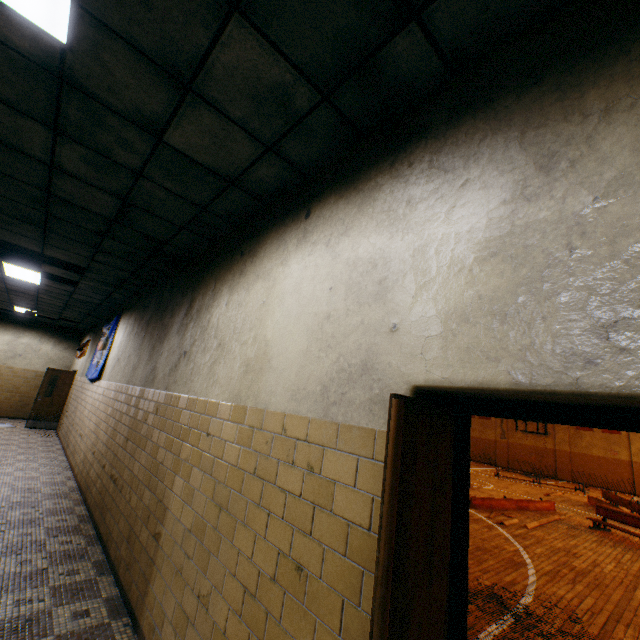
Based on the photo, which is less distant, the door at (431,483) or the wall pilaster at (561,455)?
the door at (431,483)

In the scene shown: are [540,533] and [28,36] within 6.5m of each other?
no

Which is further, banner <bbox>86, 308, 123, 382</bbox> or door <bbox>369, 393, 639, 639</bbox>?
banner <bbox>86, 308, 123, 382</bbox>

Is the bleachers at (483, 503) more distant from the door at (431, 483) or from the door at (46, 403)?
the door at (46, 403)

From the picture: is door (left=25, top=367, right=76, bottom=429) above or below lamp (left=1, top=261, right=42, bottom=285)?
below

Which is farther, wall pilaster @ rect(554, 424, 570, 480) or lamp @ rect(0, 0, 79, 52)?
wall pilaster @ rect(554, 424, 570, 480)

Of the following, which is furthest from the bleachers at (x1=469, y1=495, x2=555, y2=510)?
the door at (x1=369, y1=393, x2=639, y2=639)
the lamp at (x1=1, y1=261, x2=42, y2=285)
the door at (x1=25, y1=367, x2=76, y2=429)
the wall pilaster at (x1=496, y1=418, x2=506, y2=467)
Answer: the wall pilaster at (x1=496, y1=418, x2=506, y2=467)

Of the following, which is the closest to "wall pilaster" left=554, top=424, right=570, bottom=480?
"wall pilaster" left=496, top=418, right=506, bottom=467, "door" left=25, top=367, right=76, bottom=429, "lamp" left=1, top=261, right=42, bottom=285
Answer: "wall pilaster" left=496, top=418, right=506, bottom=467
